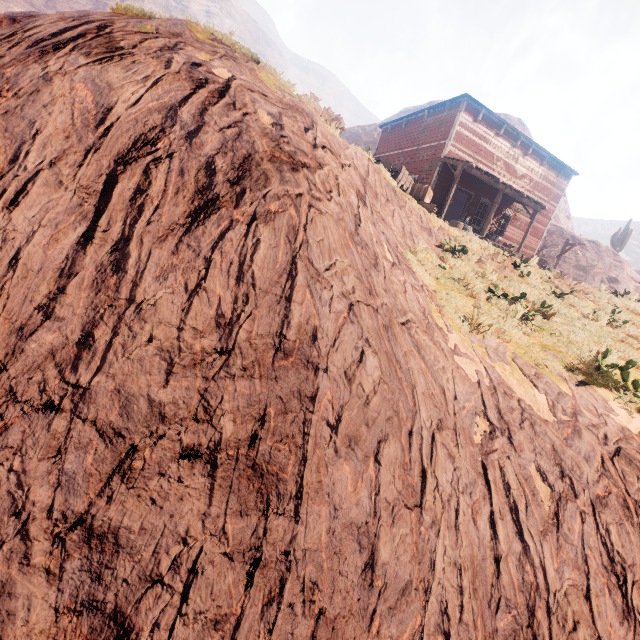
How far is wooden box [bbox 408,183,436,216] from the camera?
12.1m

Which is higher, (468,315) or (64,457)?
(468,315)

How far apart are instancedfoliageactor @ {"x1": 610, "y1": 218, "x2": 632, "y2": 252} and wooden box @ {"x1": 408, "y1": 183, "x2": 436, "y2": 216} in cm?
3851

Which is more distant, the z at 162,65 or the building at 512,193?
the building at 512,193

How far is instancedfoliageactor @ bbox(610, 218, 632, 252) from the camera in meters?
36.9 m

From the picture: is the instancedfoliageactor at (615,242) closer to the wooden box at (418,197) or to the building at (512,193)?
the building at (512,193)

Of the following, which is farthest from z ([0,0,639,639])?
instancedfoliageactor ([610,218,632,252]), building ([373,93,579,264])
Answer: instancedfoliageactor ([610,218,632,252])

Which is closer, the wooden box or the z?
the z
